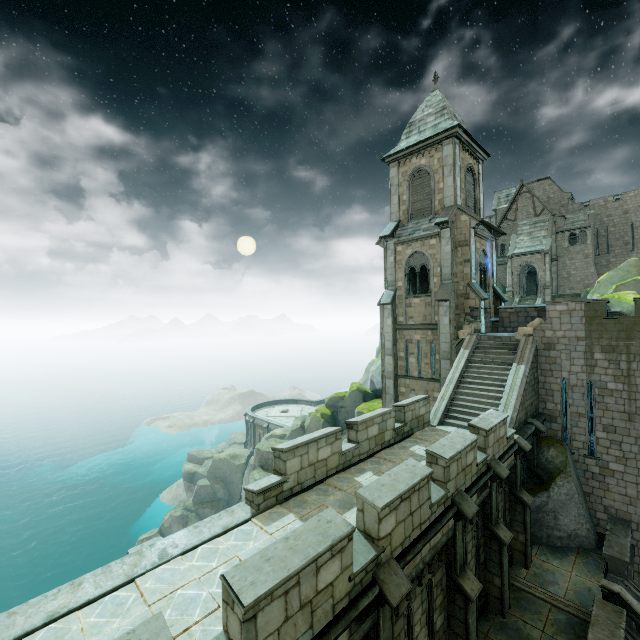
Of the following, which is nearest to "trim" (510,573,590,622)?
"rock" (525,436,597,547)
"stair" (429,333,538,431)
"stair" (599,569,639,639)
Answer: "stair" (599,569,639,639)

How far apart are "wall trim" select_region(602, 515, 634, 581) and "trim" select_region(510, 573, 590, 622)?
2.50m

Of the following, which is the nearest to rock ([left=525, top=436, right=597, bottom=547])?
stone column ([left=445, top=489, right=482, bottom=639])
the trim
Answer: the trim

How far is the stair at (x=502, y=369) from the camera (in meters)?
14.39

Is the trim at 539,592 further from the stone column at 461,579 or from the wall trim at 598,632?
the stone column at 461,579

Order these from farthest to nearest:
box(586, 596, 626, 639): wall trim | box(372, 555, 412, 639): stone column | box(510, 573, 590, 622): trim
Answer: box(510, 573, 590, 622): trim → box(586, 596, 626, 639): wall trim → box(372, 555, 412, 639): stone column

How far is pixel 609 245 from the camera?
40.8m

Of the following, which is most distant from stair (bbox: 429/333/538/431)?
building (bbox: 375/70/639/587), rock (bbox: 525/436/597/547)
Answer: rock (bbox: 525/436/597/547)
